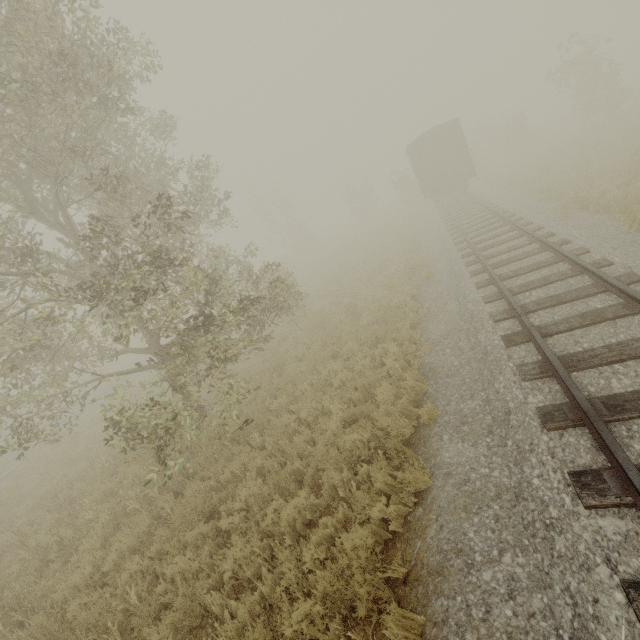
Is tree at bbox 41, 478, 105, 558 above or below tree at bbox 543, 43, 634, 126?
Answer: below

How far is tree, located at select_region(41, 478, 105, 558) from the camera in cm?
723

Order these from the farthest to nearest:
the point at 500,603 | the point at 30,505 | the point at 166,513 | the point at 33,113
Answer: the point at 30,505
the point at 166,513
the point at 33,113
the point at 500,603

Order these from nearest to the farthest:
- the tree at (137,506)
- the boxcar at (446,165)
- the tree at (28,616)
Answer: the tree at (28,616)
the tree at (137,506)
the boxcar at (446,165)

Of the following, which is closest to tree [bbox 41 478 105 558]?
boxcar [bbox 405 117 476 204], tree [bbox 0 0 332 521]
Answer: tree [bbox 0 0 332 521]

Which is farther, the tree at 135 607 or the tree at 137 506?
the tree at 137 506
